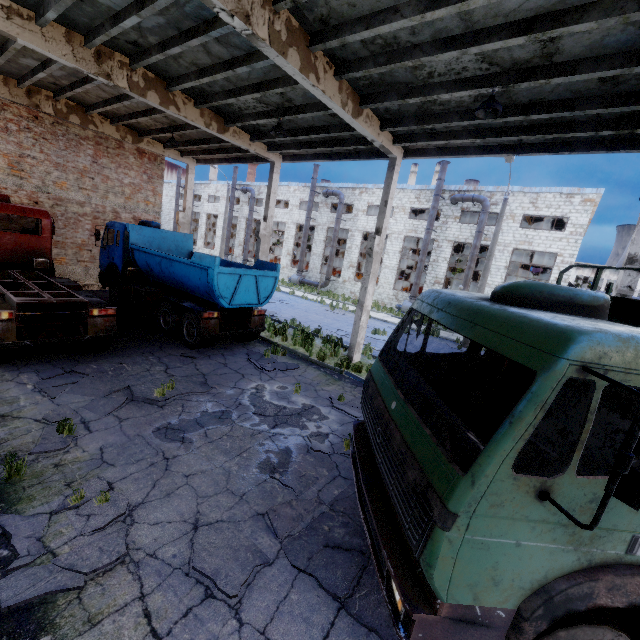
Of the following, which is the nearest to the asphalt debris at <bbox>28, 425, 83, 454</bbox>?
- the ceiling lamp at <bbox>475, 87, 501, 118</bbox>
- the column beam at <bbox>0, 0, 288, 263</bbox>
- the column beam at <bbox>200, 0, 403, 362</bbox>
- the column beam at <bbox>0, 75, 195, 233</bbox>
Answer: the column beam at <bbox>200, 0, 403, 362</bbox>

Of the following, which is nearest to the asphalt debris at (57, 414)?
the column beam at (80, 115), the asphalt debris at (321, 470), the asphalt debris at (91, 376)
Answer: the asphalt debris at (91, 376)

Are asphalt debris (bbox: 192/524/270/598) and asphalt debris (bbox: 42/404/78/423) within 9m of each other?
yes

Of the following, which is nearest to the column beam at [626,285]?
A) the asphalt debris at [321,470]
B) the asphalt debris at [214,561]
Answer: the asphalt debris at [214,561]

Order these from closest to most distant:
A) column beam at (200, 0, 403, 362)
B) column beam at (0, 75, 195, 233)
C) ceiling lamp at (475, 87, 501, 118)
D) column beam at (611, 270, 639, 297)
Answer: column beam at (200, 0, 403, 362), ceiling lamp at (475, 87, 501, 118), column beam at (611, 270, 639, 297), column beam at (0, 75, 195, 233)

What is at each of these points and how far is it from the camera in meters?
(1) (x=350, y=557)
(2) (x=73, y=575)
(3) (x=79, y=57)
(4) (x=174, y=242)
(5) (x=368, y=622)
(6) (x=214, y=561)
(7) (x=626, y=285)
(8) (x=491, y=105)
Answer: (1) asphalt debris, 4.2 m
(2) asphalt debris, 3.5 m
(3) column beam, 8.5 m
(4) truck, 14.3 m
(5) asphalt debris, 3.5 m
(6) asphalt debris, 3.9 m
(7) column beam, 7.6 m
(8) ceiling lamp, 6.8 m

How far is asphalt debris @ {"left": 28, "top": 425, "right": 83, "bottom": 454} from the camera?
5.13m

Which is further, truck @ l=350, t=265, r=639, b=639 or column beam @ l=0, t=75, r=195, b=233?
column beam @ l=0, t=75, r=195, b=233
